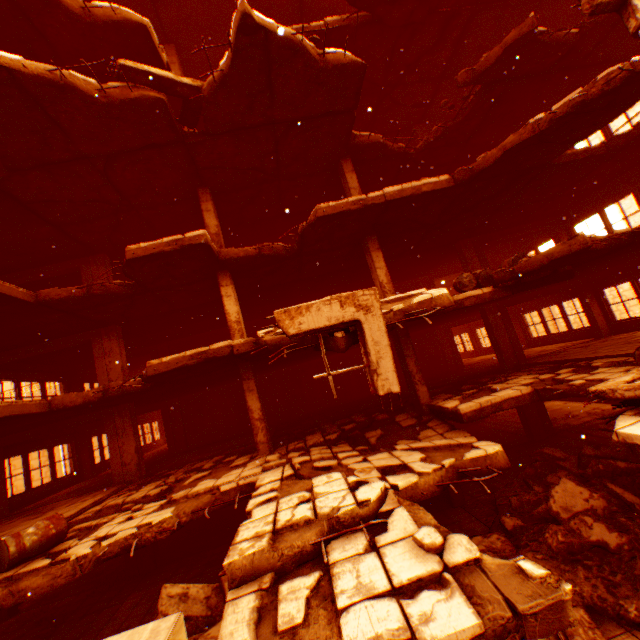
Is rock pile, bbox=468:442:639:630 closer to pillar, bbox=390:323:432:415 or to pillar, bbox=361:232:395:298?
pillar, bbox=390:323:432:415

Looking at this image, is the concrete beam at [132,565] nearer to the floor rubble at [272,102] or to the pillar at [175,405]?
the floor rubble at [272,102]

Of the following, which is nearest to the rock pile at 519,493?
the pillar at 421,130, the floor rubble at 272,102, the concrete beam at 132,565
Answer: the floor rubble at 272,102

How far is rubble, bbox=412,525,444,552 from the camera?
3.23m

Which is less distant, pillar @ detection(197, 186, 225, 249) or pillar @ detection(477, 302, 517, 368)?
pillar @ detection(197, 186, 225, 249)

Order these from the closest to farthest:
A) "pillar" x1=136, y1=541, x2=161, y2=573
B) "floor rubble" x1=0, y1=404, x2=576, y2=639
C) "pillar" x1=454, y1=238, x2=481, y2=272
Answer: "floor rubble" x1=0, y1=404, x2=576, y2=639 → "pillar" x1=136, y1=541, x2=161, y2=573 → "pillar" x1=454, y1=238, x2=481, y2=272

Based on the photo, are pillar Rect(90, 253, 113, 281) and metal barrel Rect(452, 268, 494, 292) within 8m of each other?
no

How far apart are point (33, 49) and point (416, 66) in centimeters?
1182cm
